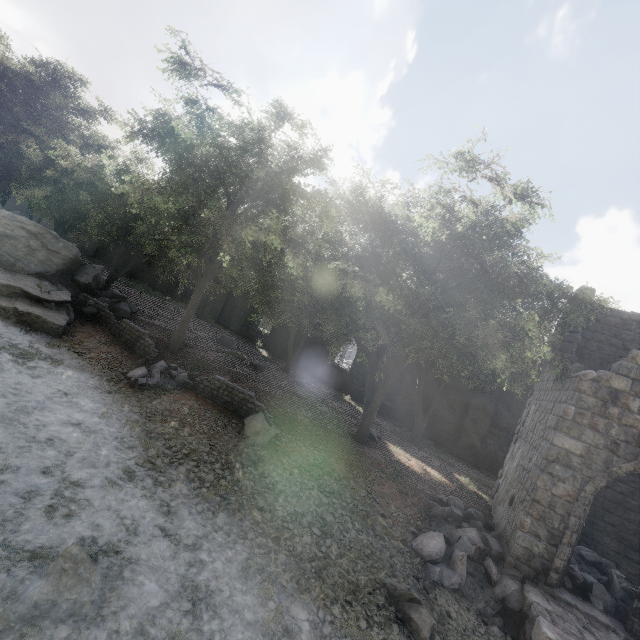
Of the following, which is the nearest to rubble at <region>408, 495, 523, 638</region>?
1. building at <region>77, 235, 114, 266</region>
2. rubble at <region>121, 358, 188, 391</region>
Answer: building at <region>77, 235, 114, 266</region>

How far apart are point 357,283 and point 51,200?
17.5m

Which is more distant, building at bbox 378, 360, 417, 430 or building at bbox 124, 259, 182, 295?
building at bbox 124, 259, 182, 295

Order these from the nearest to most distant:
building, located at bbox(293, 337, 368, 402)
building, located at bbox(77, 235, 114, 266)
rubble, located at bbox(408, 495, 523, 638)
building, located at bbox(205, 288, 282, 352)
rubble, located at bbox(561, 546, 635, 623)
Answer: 1. rubble, located at bbox(408, 495, 523, 638)
2. rubble, located at bbox(561, 546, 635, 623)
3. building, located at bbox(293, 337, 368, 402)
4. building, located at bbox(205, 288, 282, 352)
5. building, located at bbox(77, 235, 114, 266)

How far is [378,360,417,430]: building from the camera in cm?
2356

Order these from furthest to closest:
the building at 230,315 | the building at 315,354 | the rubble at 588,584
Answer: the building at 230,315
the building at 315,354
the rubble at 588,584

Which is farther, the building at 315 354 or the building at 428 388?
the building at 315 354

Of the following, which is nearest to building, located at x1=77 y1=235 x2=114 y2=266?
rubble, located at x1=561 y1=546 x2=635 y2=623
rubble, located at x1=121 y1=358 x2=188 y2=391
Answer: rubble, located at x1=561 y1=546 x2=635 y2=623
